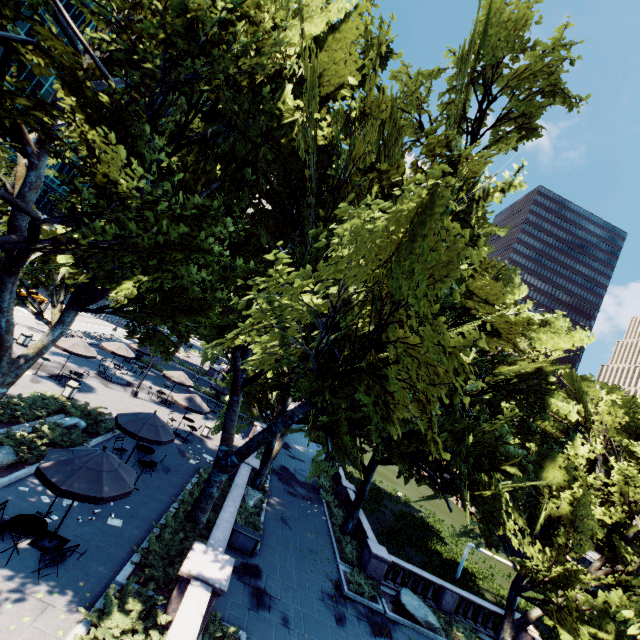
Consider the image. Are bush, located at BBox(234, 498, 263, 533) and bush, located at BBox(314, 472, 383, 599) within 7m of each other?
yes

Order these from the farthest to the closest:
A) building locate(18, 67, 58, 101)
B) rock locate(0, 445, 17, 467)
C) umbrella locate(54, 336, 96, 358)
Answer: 1. building locate(18, 67, 58, 101)
2. umbrella locate(54, 336, 96, 358)
3. rock locate(0, 445, 17, 467)

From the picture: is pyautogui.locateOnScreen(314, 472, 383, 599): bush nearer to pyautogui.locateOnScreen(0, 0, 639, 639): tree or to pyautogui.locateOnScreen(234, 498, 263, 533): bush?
pyautogui.locateOnScreen(0, 0, 639, 639): tree

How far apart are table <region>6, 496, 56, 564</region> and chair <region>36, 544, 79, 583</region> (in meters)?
0.52

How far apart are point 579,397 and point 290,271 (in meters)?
23.80

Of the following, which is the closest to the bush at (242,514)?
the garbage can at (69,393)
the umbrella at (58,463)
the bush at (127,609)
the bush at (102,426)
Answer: the bush at (127,609)

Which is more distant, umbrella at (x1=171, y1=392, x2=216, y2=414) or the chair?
umbrella at (x1=171, y1=392, x2=216, y2=414)

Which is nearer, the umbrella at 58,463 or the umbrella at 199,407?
the umbrella at 58,463
